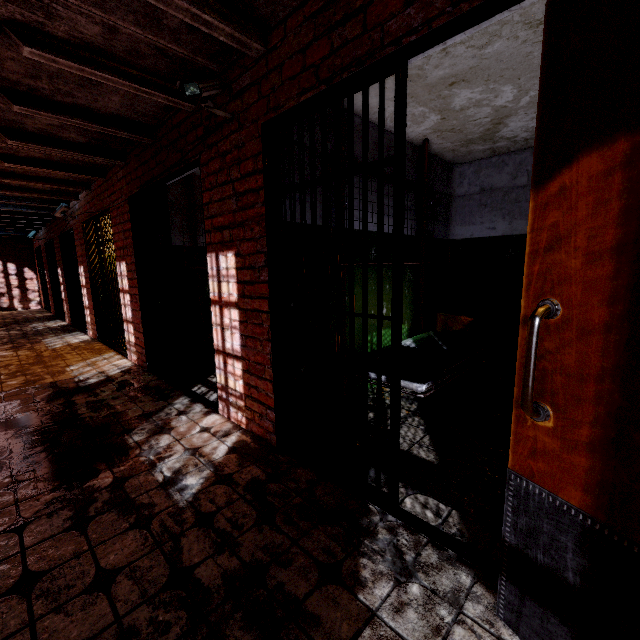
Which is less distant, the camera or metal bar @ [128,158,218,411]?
the camera

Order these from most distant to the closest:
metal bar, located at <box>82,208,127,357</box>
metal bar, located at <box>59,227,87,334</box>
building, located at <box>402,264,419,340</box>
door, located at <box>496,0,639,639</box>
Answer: metal bar, located at <box>59,227,87,334</box> → metal bar, located at <box>82,208,127,357</box> → building, located at <box>402,264,419,340</box> → door, located at <box>496,0,639,639</box>

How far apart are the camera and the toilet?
3.5 meters

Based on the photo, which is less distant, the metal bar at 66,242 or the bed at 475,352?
the bed at 475,352

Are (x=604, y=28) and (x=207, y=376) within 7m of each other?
yes

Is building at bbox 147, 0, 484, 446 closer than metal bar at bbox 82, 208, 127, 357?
Yes

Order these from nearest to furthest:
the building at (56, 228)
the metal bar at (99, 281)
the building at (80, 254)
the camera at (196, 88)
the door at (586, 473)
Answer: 1. the door at (586, 473)
2. the camera at (196, 88)
3. the metal bar at (99, 281)
4. the building at (80, 254)
5. the building at (56, 228)

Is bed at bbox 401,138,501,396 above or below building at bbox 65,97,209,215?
below
